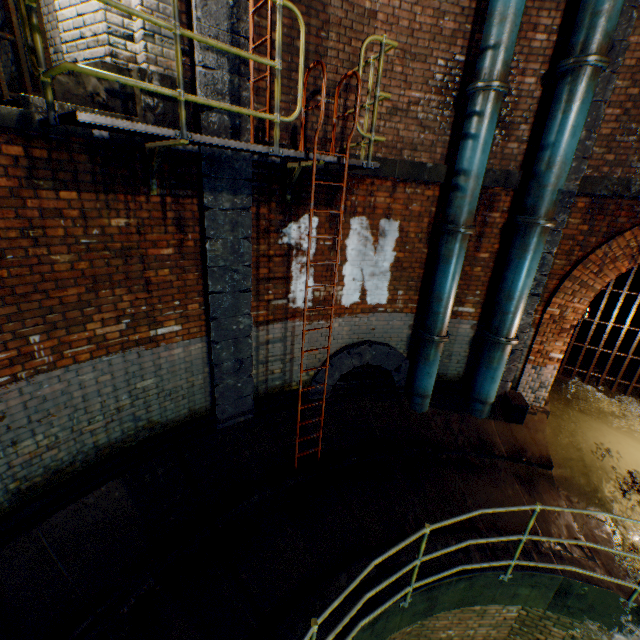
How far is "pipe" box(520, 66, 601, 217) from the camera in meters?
4.6

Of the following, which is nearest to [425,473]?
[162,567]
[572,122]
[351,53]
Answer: [162,567]

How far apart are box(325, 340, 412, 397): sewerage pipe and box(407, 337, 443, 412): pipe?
0.16m

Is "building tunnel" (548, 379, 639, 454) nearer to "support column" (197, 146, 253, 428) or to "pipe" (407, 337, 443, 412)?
"pipe" (407, 337, 443, 412)

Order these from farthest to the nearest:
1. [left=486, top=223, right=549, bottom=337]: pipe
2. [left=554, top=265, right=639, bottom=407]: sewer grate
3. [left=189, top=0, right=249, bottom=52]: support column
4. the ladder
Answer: [left=554, top=265, right=639, bottom=407]: sewer grate < [left=486, top=223, right=549, bottom=337]: pipe < [left=189, top=0, right=249, bottom=52]: support column < the ladder

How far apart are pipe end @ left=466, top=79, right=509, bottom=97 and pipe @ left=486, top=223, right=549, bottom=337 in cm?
191

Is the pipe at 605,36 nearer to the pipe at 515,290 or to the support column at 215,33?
the pipe at 515,290

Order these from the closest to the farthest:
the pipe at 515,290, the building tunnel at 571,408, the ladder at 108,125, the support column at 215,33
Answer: the ladder at 108,125, the support column at 215,33, the pipe at 515,290, the building tunnel at 571,408
